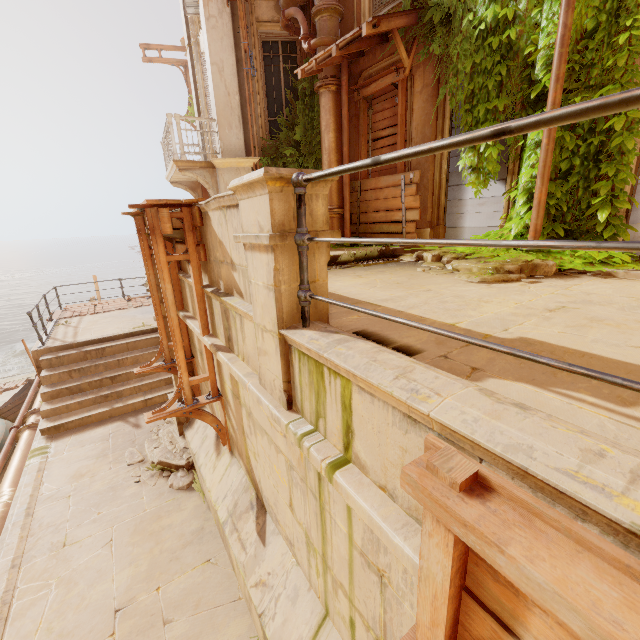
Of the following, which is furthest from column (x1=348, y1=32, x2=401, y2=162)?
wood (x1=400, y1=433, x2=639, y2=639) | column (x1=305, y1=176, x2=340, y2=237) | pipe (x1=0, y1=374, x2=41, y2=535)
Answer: pipe (x1=0, y1=374, x2=41, y2=535)

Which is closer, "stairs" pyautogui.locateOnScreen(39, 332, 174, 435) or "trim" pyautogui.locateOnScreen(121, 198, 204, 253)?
"trim" pyautogui.locateOnScreen(121, 198, 204, 253)

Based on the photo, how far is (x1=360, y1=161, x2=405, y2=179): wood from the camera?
7.37m

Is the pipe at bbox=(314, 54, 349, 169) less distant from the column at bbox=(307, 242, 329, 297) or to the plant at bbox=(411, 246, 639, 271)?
the plant at bbox=(411, 246, 639, 271)

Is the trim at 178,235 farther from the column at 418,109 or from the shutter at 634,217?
the shutter at 634,217

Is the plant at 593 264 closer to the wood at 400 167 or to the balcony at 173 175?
the wood at 400 167

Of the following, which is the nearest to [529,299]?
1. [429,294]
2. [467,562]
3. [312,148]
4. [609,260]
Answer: [429,294]

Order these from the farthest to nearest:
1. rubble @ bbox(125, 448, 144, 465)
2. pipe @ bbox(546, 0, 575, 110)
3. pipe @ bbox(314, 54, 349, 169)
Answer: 1. pipe @ bbox(314, 54, 349, 169)
2. rubble @ bbox(125, 448, 144, 465)
3. pipe @ bbox(546, 0, 575, 110)
